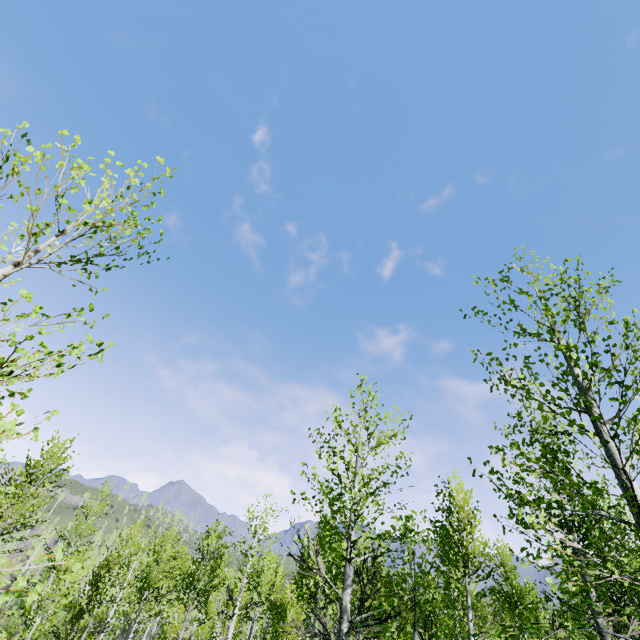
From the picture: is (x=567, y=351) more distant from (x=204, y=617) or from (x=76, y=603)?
(x=204, y=617)
